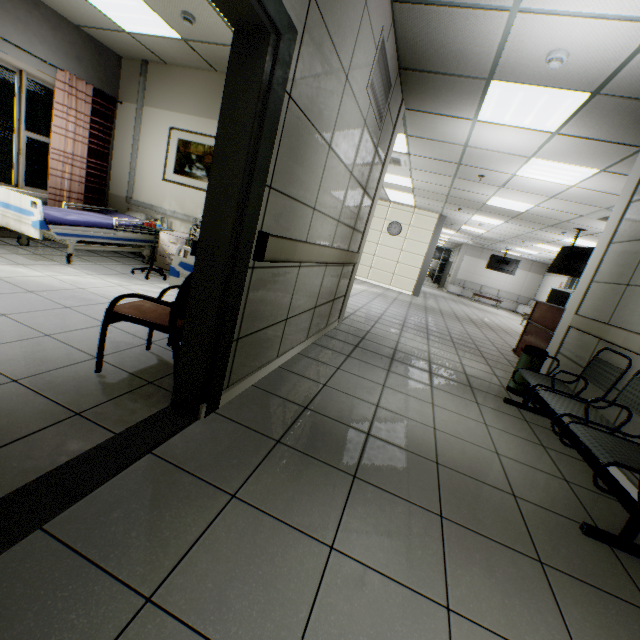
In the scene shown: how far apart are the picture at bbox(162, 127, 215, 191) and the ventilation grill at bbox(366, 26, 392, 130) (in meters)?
2.66

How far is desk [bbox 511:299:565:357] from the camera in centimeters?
546cm

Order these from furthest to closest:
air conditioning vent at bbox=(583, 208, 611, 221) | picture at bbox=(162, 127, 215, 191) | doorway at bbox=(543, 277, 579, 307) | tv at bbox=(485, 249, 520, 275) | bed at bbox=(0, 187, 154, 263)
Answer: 1. tv at bbox=(485, 249, 520, 275)
2. doorway at bbox=(543, 277, 579, 307)
3. air conditioning vent at bbox=(583, 208, 611, 221)
4. picture at bbox=(162, 127, 215, 191)
5. bed at bbox=(0, 187, 154, 263)

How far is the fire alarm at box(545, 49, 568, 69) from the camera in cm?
275

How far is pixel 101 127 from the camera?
5.5 meters

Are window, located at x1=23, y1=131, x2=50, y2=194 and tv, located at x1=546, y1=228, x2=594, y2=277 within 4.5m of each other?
no

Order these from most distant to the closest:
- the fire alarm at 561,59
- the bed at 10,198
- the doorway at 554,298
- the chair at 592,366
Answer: the doorway at 554,298
the bed at 10,198
the fire alarm at 561,59
the chair at 592,366

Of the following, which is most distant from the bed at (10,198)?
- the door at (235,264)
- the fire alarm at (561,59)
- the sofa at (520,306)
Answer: the sofa at (520,306)
